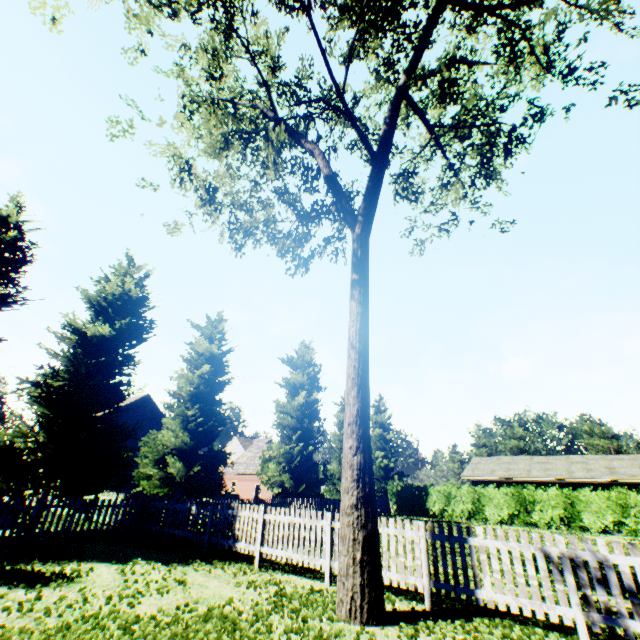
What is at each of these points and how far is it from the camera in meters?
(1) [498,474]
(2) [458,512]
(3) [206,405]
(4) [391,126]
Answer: (1) house, 29.5 m
(2) hedge, 28.2 m
(3) tree, 19.3 m
(4) tree, 9.7 m

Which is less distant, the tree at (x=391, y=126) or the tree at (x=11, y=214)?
the tree at (x=391, y=126)

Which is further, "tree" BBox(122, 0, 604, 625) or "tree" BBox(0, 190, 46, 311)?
"tree" BBox(0, 190, 46, 311)

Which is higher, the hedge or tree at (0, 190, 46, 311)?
tree at (0, 190, 46, 311)

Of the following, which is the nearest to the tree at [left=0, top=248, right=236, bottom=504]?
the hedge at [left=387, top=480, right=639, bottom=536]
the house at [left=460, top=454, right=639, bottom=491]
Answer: the hedge at [left=387, top=480, right=639, bottom=536]

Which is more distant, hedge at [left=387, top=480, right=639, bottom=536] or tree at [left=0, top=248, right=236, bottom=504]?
hedge at [left=387, top=480, right=639, bottom=536]

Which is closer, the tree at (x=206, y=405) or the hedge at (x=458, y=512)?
the tree at (x=206, y=405)

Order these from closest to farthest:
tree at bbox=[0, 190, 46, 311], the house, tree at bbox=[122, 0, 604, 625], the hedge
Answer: tree at bbox=[122, 0, 604, 625] < tree at bbox=[0, 190, 46, 311] < the hedge < the house
